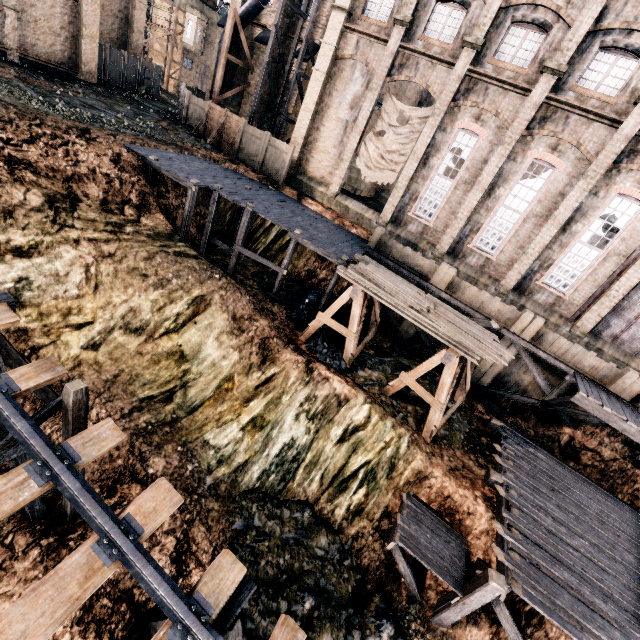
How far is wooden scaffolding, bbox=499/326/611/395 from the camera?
16.0m

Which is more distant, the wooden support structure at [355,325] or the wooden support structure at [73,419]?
the wooden support structure at [355,325]

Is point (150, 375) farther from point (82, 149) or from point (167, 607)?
point (82, 149)

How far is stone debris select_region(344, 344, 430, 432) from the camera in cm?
1449

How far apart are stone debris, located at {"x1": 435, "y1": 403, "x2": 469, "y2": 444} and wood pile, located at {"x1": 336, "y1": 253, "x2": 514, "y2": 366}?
3.5m

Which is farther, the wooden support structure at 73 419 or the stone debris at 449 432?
the stone debris at 449 432

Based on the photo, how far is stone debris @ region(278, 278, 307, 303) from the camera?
19.3 meters
